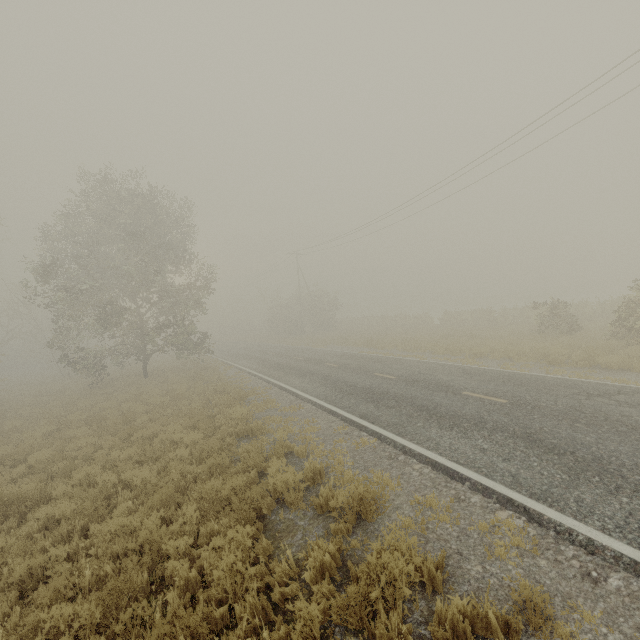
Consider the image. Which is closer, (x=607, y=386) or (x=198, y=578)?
(x=198, y=578)
